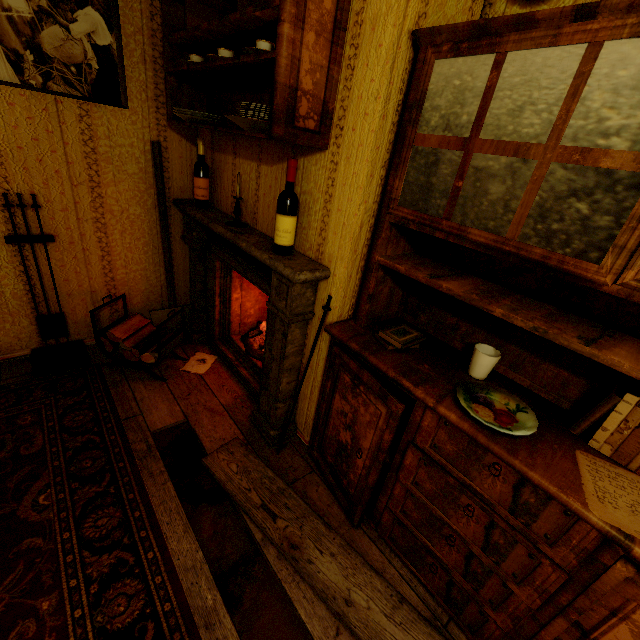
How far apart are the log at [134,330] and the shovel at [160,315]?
0.1 meters

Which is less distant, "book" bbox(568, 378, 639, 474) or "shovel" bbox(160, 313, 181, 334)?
"book" bbox(568, 378, 639, 474)

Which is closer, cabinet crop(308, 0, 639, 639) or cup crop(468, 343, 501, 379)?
cabinet crop(308, 0, 639, 639)

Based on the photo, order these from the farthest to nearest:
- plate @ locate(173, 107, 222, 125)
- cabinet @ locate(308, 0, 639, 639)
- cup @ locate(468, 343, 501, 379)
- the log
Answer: the log < plate @ locate(173, 107, 222, 125) < cup @ locate(468, 343, 501, 379) < cabinet @ locate(308, 0, 639, 639)

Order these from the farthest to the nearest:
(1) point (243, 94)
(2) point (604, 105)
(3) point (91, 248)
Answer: (3) point (91, 248) → (1) point (243, 94) → (2) point (604, 105)

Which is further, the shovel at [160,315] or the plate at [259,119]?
the shovel at [160,315]

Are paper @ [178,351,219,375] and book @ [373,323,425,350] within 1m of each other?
no

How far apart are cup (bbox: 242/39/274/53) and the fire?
1.88m
